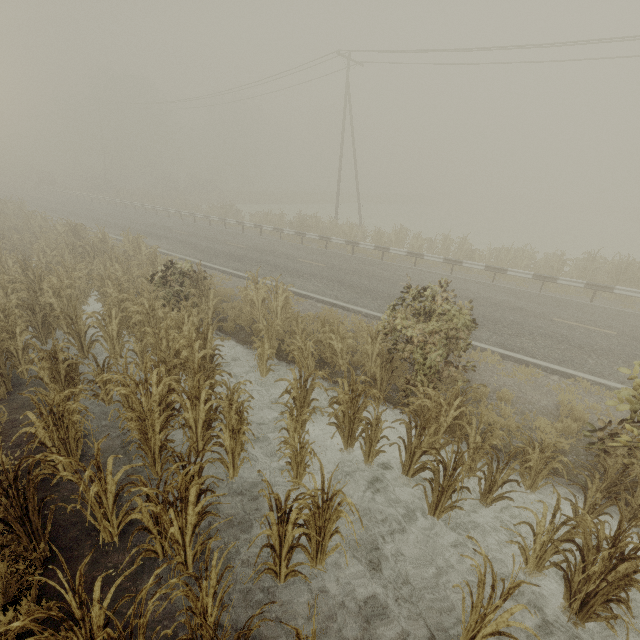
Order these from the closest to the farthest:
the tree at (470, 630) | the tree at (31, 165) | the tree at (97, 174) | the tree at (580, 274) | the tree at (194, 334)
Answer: the tree at (470, 630)
the tree at (194, 334)
the tree at (580, 274)
the tree at (97, 174)
the tree at (31, 165)

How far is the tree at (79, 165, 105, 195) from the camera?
46.5m

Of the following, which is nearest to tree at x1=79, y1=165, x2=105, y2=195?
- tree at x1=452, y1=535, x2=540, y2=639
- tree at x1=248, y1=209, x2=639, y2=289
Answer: tree at x1=248, y1=209, x2=639, y2=289

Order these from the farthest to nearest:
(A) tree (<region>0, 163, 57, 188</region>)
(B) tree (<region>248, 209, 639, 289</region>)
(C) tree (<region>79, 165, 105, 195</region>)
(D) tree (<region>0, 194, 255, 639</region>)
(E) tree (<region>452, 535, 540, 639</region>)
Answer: (A) tree (<region>0, 163, 57, 188</region>), (C) tree (<region>79, 165, 105, 195</region>), (B) tree (<region>248, 209, 639, 289</region>), (D) tree (<region>0, 194, 255, 639</region>), (E) tree (<region>452, 535, 540, 639</region>)

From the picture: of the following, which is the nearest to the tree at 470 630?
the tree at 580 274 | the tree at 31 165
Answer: → the tree at 580 274

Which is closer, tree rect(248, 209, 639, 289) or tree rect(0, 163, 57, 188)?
tree rect(248, 209, 639, 289)

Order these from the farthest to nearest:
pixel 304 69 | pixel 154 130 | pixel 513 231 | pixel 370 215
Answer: pixel 154 130, pixel 370 215, pixel 513 231, pixel 304 69
